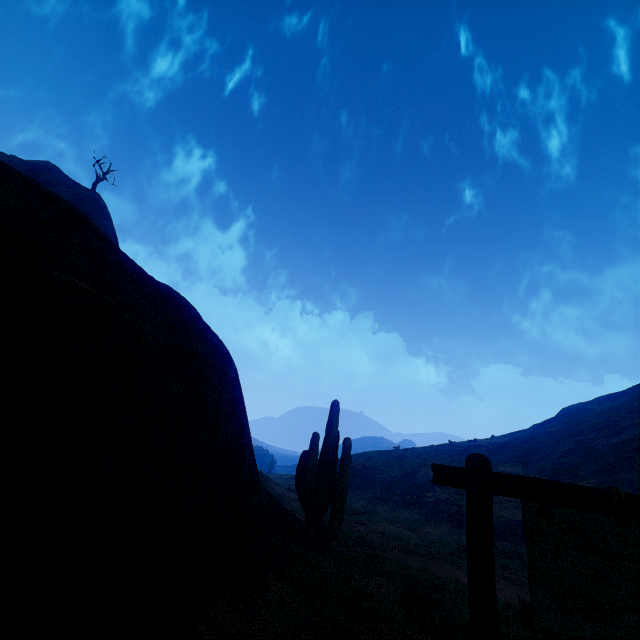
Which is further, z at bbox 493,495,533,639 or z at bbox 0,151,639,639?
z at bbox 493,495,533,639

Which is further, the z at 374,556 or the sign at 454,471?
the z at 374,556

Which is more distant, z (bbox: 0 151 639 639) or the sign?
z (bbox: 0 151 639 639)

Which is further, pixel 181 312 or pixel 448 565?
pixel 448 565

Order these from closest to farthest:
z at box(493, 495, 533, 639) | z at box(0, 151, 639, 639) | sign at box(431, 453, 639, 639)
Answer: sign at box(431, 453, 639, 639)
z at box(0, 151, 639, 639)
z at box(493, 495, 533, 639)

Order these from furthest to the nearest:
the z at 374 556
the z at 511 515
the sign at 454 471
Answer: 1. the z at 511 515
2. the z at 374 556
3. the sign at 454 471
